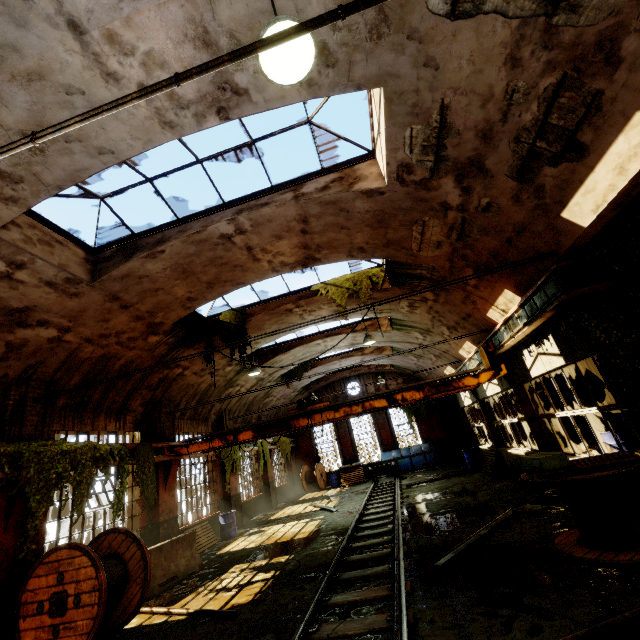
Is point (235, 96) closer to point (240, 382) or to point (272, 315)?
point (272, 315)

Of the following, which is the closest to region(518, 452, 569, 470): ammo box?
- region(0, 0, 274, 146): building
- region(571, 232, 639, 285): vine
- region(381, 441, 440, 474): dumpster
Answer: region(571, 232, 639, 285): vine

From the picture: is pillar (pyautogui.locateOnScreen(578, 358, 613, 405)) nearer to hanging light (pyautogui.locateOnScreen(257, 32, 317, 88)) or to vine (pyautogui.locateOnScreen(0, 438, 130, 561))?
hanging light (pyautogui.locateOnScreen(257, 32, 317, 88))

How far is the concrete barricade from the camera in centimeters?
845cm

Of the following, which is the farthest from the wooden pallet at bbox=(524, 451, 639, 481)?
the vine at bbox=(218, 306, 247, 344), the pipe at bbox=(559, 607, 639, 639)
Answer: the vine at bbox=(218, 306, 247, 344)

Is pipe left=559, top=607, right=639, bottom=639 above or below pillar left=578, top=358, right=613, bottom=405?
below

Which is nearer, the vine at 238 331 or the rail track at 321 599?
the rail track at 321 599

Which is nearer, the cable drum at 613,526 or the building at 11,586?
the cable drum at 613,526
